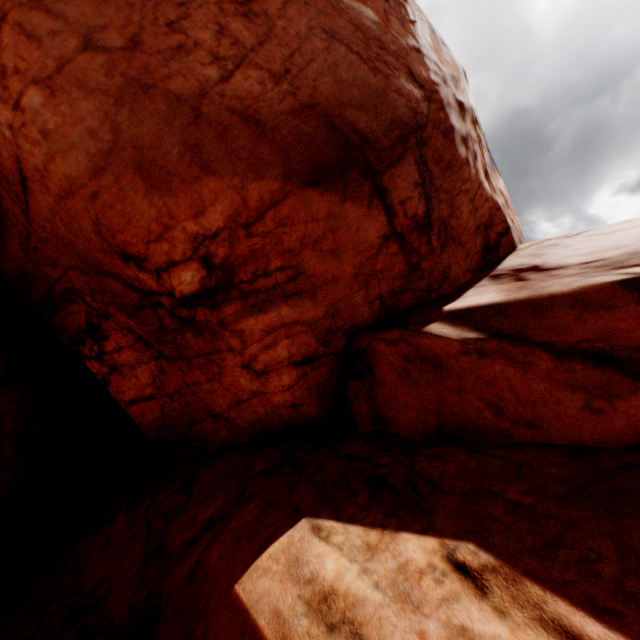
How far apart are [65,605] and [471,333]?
6.8m
